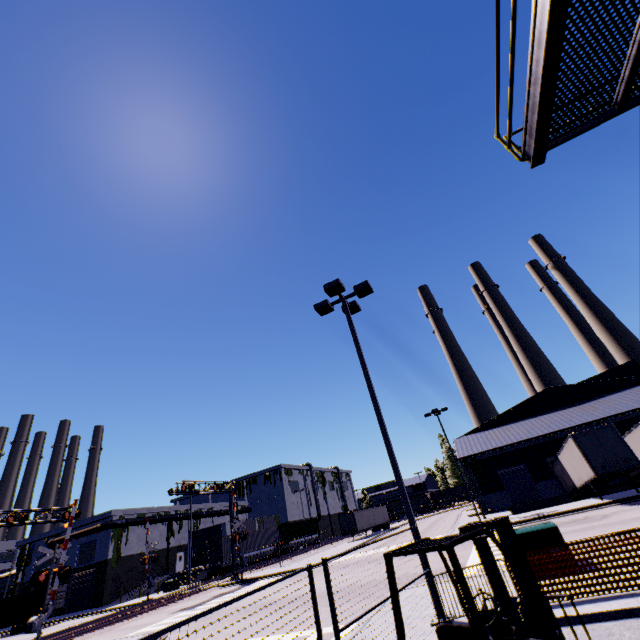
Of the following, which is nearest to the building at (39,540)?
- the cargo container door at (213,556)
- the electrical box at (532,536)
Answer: the cargo container door at (213,556)

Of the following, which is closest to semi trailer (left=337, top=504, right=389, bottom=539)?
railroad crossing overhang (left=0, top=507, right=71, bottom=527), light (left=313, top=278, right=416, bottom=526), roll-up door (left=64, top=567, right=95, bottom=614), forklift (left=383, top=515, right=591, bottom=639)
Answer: forklift (left=383, top=515, right=591, bottom=639)

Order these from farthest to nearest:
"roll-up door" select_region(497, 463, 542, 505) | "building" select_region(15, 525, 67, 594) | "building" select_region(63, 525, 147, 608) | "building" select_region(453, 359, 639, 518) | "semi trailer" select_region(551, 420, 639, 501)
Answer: "building" select_region(15, 525, 67, 594) → "building" select_region(63, 525, 147, 608) → "roll-up door" select_region(497, 463, 542, 505) → "building" select_region(453, 359, 639, 518) → "semi trailer" select_region(551, 420, 639, 501)

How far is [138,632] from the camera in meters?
18.0 m

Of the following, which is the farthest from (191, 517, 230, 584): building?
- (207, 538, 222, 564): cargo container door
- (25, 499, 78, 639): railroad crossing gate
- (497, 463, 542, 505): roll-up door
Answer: (25, 499, 78, 639): railroad crossing gate

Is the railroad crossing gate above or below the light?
below

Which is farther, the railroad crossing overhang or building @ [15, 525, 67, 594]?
building @ [15, 525, 67, 594]

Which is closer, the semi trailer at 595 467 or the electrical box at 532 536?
the electrical box at 532 536
